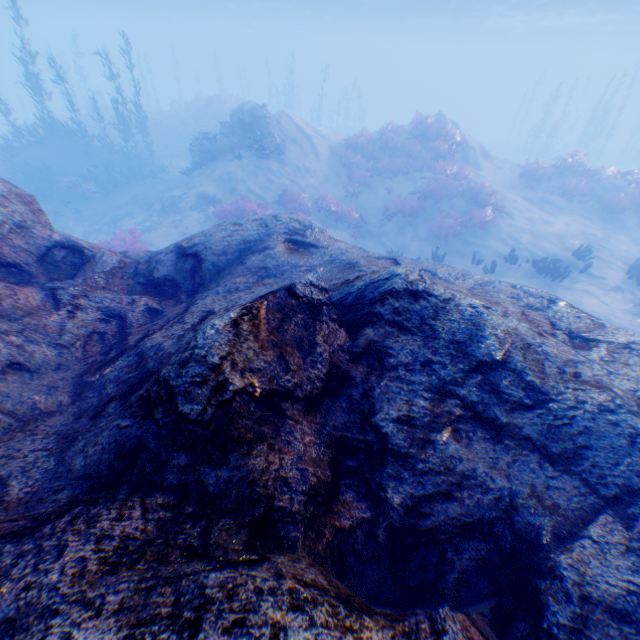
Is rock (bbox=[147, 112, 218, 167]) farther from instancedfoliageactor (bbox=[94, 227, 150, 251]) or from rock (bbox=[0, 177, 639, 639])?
instancedfoliageactor (bbox=[94, 227, 150, 251])

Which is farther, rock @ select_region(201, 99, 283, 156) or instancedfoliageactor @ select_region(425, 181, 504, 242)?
rock @ select_region(201, 99, 283, 156)

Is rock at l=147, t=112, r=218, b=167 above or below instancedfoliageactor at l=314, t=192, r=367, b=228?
above

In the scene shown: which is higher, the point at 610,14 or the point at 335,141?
the point at 610,14

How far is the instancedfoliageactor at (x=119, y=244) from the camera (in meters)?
12.43

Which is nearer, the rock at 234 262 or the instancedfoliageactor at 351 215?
the rock at 234 262

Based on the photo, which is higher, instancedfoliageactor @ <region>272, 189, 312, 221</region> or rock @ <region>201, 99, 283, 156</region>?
rock @ <region>201, 99, 283, 156</region>

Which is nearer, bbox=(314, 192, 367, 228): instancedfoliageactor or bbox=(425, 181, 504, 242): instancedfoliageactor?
bbox=(425, 181, 504, 242): instancedfoliageactor
